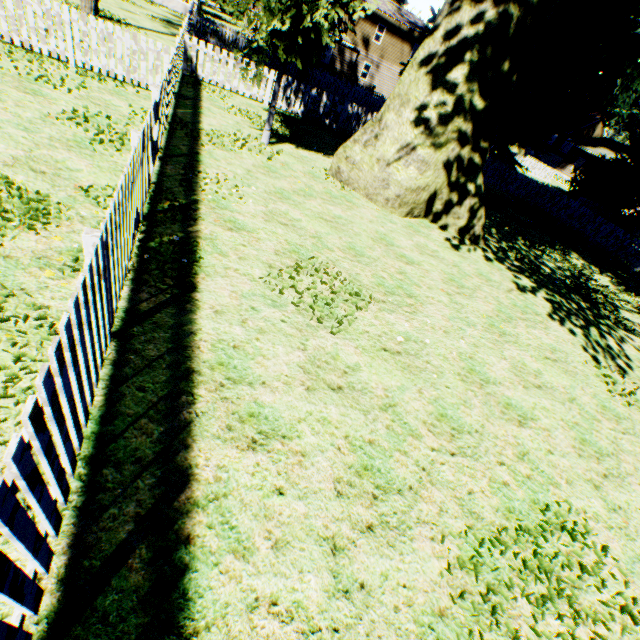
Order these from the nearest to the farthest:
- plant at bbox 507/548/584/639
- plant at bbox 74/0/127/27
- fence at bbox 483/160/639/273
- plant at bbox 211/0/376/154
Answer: plant at bbox 507/548/584/639, plant at bbox 211/0/376/154, plant at bbox 74/0/127/27, fence at bbox 483/160/639/273

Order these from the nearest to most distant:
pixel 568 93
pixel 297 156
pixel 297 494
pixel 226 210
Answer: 1. pixel 297 494
2. pixel 226 210
3. pixel 297 156
4. pixel 568 93

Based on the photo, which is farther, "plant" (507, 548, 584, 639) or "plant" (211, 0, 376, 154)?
"plant" (211, 0, 376, 154)

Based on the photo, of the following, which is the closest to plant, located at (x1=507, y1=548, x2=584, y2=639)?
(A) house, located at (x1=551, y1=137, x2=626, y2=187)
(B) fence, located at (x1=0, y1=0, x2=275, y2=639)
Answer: (B) fence, located at (x1=0, y1=0, x2=275, y2=639)

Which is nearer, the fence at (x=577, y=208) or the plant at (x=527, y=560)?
the plant at (x=527, y=560)

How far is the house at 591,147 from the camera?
41.0m

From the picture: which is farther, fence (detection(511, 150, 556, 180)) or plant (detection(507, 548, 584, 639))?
fence (detection(511, 150, 556, 180))
